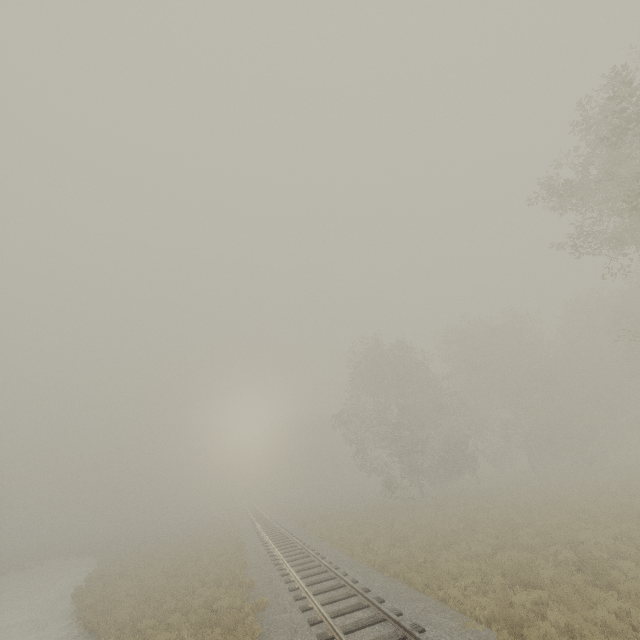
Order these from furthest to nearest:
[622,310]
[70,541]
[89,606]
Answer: [70,541] < [622,310] < [89,606]
